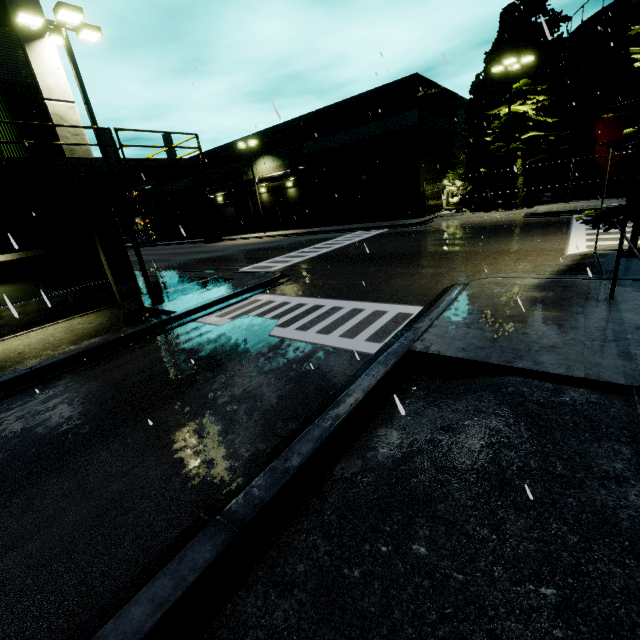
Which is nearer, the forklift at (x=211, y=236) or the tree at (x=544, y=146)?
the tree at (x=544, y=146)

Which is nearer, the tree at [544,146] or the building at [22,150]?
the building at [22,150]

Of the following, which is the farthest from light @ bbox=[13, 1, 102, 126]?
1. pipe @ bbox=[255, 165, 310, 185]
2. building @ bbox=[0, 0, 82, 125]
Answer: pipe @ bbox=[255, 165, 310, 185]

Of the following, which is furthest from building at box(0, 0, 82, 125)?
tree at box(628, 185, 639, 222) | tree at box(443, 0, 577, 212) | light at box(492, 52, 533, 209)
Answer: light at box(492, 52, 533, 209)

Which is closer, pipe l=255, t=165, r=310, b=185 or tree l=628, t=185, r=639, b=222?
tree l=628, t=185, r=639, b=222

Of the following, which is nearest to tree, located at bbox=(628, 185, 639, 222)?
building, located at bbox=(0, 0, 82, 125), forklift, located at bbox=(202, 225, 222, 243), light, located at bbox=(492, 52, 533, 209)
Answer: building, located at bbox=(0, 0, 82, 125)

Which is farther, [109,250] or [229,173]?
[229,173]

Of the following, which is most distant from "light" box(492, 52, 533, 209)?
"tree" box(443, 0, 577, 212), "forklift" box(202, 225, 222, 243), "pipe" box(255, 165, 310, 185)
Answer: "forklift" box(202, 225, 222, 243)
